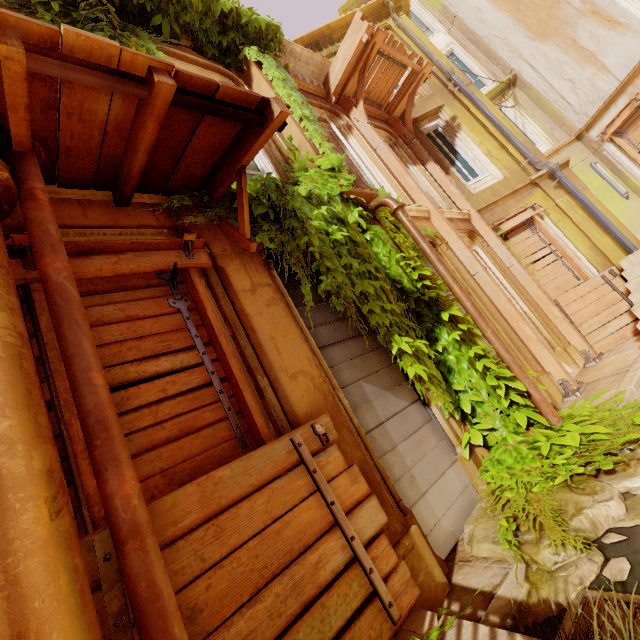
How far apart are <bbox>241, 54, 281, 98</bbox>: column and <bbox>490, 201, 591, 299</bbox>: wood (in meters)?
4.52

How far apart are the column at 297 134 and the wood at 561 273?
4.5m

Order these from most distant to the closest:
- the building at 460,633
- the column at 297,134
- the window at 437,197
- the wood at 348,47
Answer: the window at 437,197, the wood at 348,47, the column at 297,134, the building at 460,633

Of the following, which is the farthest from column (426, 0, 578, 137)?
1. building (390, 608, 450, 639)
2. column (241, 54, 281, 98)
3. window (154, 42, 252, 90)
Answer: building (390, 608, 450, 639)

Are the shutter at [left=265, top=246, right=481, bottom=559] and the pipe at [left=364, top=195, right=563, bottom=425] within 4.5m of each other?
yes

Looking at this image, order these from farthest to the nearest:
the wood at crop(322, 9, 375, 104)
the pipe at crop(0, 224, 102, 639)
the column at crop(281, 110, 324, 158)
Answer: the wood at crop(322, 9, 375, 104) < the column at crop(281, 110, 324, 158) < the pipe at crop(0, 224, 102, 639)

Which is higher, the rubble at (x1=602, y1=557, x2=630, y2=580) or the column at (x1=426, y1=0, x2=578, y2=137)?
the column at (x1=426, y1=0, x2=578, y2=137)

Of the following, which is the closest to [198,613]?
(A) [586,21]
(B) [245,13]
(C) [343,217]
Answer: (C) [343,217]
